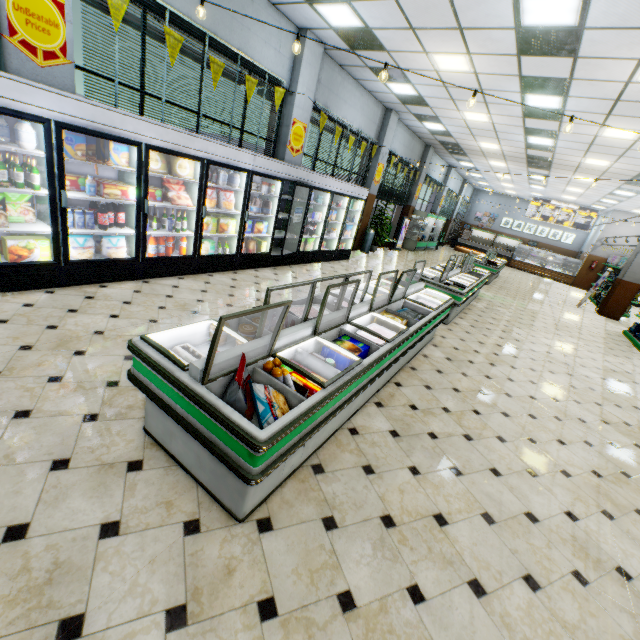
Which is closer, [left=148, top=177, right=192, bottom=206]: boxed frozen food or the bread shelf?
[left=148, top=177, right=192, bottom=206]: boxed frozen food

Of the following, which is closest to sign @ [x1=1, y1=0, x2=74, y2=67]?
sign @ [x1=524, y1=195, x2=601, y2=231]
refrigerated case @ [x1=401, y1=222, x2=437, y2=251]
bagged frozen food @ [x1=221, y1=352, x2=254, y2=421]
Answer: bagged frozen food @ [x1=221, y1=352, x2=254, y2=421]

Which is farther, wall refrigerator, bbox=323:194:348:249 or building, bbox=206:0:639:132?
wall refrigerator, bbox=323:194:348:249

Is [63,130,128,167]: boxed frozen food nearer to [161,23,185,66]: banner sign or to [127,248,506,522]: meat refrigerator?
[161,23,185,66]: banner sign

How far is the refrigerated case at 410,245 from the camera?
17.3 meters

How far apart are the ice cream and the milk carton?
3.1m

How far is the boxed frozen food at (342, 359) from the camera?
2.8m

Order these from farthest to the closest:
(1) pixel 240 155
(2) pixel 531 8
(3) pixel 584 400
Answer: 1. (1) pixel 240 155
2. (3) pixel 584 400
3. (2) pixel 531 8
